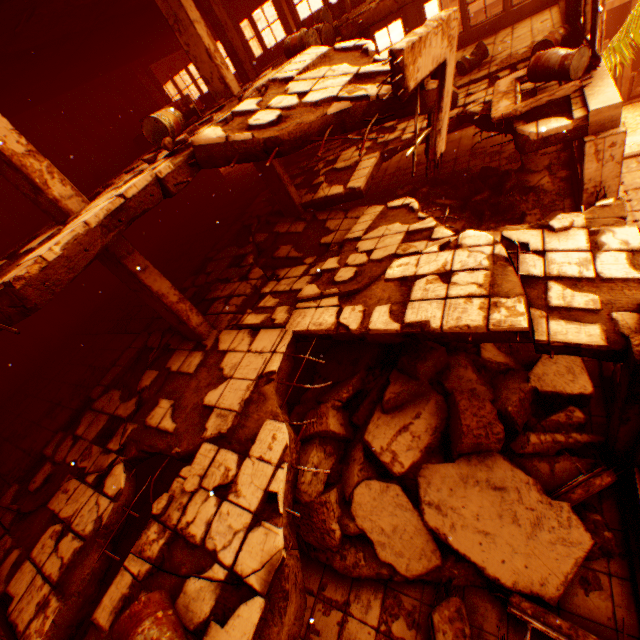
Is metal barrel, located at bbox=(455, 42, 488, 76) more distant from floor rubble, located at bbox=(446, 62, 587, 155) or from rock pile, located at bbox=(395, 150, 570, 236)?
rock pile, located at bbox=(395, 150, 570, 236)

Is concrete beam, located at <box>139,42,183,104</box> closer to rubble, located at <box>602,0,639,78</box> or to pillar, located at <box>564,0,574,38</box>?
pillar, located at <box>564,0,574,38</box>

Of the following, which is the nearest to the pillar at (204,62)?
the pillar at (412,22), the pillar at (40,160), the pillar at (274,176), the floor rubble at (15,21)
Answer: the pillar at (274,176)

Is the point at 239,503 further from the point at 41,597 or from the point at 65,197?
the point at 65,197

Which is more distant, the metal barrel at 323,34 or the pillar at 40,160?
the metal barrel at 323,34

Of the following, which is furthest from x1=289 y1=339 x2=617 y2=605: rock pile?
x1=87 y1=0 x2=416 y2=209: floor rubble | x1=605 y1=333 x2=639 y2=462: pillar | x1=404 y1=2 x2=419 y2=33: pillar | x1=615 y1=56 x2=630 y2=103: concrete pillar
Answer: x1=615 y1=56 x2=630 y2=103: concrete pillar

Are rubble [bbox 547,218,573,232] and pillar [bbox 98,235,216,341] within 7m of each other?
yes

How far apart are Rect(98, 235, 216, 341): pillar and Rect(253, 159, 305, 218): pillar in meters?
4.6 m
